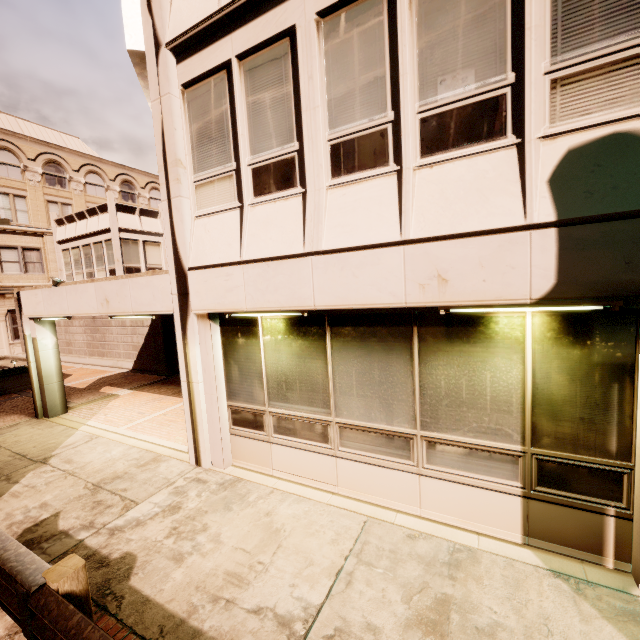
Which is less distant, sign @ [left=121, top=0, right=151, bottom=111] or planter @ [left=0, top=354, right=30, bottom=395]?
sign @ [left=121, top=0, right=151, bottom=111]

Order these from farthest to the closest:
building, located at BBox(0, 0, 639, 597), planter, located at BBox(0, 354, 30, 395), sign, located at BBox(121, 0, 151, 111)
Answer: planter, located at BBox(0, 354, 30, 395)
sign, located at BBox(121, 0, 151, 111)
building, located at BBox(0, 0, 639, 597)

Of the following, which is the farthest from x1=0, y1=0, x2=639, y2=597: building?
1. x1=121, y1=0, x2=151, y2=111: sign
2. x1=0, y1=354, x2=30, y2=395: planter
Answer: x1=0, y1=354, x2=30, y2=395: planter

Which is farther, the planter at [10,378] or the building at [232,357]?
the planter at [10,378]

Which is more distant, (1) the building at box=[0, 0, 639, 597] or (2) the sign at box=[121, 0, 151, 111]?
(2) the sign at box=[121, 0, 151, 111]

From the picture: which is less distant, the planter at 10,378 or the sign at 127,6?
the sign at 127,6

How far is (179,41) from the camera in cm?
531
